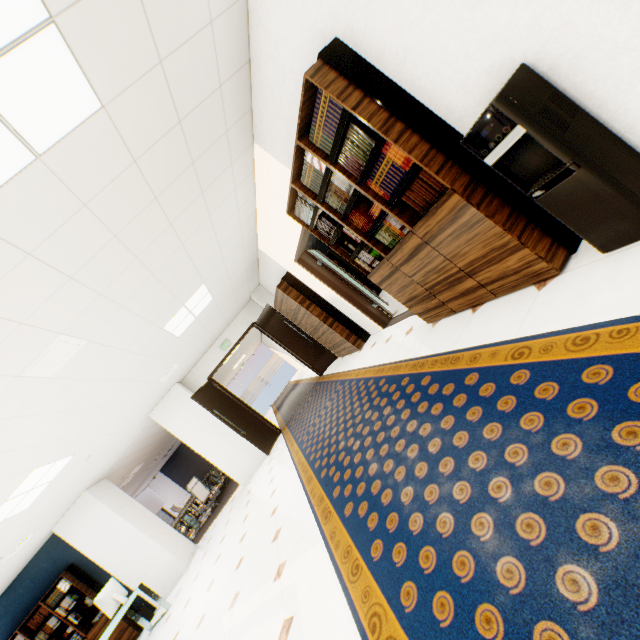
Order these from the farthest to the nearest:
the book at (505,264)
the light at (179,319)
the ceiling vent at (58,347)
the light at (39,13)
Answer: the light at (179,319) → the ceiling vent at (58,347) → the book at (505,264) → the light at (39,13)

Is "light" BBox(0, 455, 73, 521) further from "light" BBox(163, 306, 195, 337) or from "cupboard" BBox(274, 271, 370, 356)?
"cupboard" BBox(274, 271, 370, 356)

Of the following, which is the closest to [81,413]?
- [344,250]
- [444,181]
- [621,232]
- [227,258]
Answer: [227,258]

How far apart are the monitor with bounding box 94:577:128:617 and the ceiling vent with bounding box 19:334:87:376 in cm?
520

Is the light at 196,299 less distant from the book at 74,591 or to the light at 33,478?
the light at 33,478

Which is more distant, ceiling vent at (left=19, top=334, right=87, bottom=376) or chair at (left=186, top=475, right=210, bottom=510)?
chair at (left=186, top=475, right=210, bottom=510)

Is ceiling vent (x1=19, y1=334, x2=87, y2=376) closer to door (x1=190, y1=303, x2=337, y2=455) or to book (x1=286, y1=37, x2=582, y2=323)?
book (x1=286, y1=37, x2=582, y2=323)

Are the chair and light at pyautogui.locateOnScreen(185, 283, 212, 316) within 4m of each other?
no
